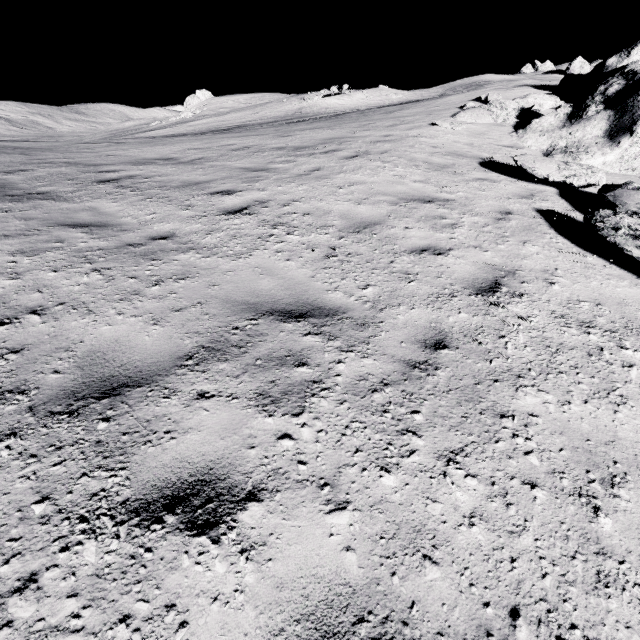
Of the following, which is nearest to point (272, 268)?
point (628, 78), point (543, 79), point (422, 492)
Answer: point (422, 492)
